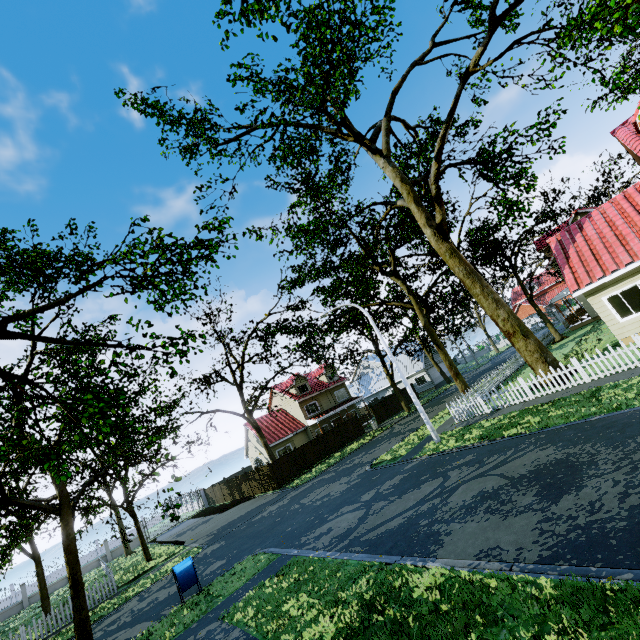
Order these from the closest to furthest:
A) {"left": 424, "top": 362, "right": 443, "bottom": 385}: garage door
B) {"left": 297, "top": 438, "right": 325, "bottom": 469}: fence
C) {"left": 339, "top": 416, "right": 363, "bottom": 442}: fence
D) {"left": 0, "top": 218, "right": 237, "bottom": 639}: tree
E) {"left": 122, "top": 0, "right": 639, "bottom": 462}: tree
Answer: {"left": 0, "top": 218, "right": 237, "bottom": 639}: tree < {"left": 122, "top": 0, "right": 639, "bottom": 462}: tree < {"left": 297, "top": 438, "right": 325, "bottom": 469}: fence < {"left": 339, "top": 416, "right": 363, "bottom": 442}: fence < {"left": 424, "top": 362, "right": 443, "bottom": 385}: garage door

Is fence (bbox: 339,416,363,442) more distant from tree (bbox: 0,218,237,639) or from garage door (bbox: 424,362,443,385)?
garage door (bbox: 424,362,443,385)

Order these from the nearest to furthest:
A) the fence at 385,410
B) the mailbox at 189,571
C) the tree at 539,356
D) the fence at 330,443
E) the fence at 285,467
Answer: the mailbox at 189,571 < the tree at 539,356 < the fence at 285,467 < the fence at 330,443 < the fence at 385,410

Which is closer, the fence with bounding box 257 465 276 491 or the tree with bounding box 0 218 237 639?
the tree with bounding box 0 218 237 639

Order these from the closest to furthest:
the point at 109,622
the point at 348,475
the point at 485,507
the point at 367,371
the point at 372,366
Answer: the point at 485,507
the point at 109,622
the point at 348,475
the point at 372,366
the point at 367,371

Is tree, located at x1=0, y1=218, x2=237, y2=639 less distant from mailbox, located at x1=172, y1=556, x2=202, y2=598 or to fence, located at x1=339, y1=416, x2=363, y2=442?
fence, located at x1=339, y1=416, x2=363, y2=442

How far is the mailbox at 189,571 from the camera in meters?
11.5
